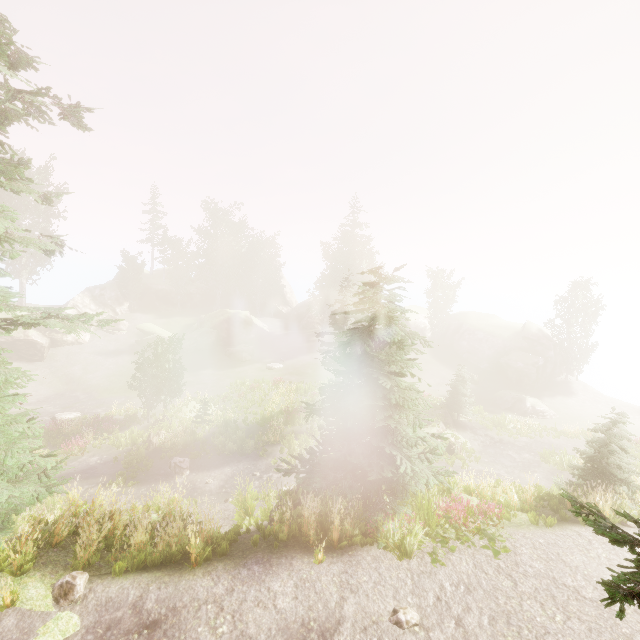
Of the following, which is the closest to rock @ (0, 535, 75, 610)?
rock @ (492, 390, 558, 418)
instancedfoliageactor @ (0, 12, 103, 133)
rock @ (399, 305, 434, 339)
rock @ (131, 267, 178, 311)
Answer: instancedfoliageactor @ (0, 12, 103, 133)

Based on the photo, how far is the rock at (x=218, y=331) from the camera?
42.4m

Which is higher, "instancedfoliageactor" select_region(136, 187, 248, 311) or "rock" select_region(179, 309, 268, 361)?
"instancedfoliageactor" select_region(136, 187, 248, 311)

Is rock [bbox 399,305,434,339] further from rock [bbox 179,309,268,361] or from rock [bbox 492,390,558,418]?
rock [bbox 179,309,268,361]

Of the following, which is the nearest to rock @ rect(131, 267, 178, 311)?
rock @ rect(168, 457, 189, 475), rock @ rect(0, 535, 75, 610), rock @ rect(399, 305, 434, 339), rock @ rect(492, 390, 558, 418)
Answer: rock @ rect(399, 305, 434, 339)

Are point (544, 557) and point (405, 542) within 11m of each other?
yes

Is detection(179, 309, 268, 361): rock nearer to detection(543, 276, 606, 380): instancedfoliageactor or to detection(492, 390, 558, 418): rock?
detection(543, 276, 606, 380): instancedfoliageactor
